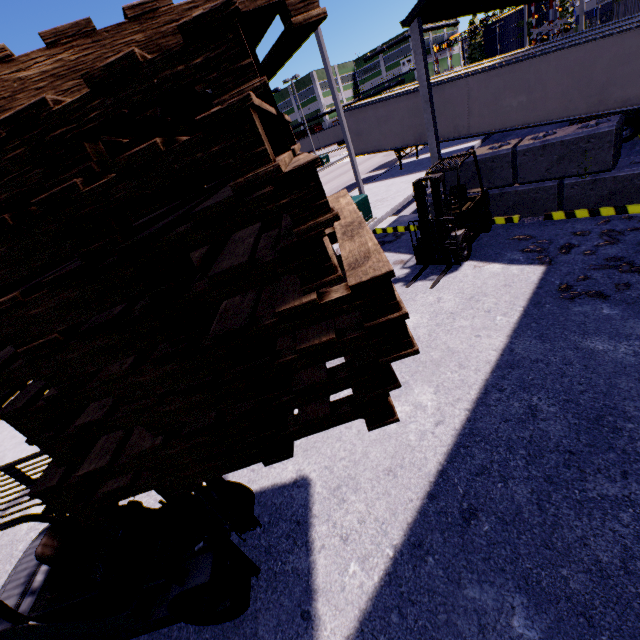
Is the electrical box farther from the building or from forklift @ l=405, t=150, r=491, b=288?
forklift @ l=405, t=150, r=491, b=288

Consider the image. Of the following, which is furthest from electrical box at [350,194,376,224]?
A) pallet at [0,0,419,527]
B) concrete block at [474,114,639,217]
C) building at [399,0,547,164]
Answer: pallet at [0,0,419,527]

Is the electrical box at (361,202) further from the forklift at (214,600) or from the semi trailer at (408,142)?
the forklift at (214,600)

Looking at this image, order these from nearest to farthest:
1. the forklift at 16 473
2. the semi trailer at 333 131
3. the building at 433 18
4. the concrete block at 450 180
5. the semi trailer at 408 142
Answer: the forklift at 16 473
the building at 433 18
the concrete block at 450 180
the semi trailer at 408 142
the semi trailer at 333 131

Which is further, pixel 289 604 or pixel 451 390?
pixel 451 390

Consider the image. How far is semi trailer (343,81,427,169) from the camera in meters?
17.7

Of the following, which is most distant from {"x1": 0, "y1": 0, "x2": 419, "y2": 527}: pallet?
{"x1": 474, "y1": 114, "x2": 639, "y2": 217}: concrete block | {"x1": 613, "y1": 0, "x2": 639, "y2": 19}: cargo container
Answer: {"x1": 613, "y1": 0, "x2": 639, "y2": 19}: cargo container

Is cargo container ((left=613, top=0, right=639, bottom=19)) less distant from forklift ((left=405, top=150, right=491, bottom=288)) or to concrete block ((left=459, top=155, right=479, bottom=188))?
concrete block ((left=459, top=155, right=479, bottom=188))
